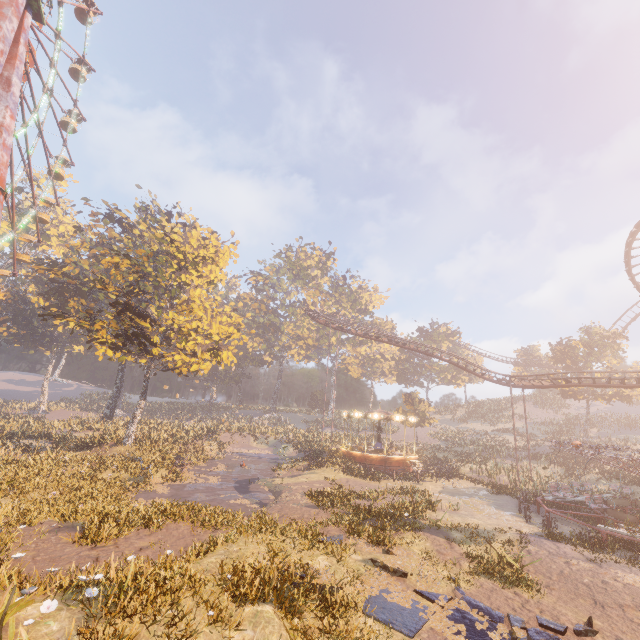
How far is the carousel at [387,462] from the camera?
29.86m

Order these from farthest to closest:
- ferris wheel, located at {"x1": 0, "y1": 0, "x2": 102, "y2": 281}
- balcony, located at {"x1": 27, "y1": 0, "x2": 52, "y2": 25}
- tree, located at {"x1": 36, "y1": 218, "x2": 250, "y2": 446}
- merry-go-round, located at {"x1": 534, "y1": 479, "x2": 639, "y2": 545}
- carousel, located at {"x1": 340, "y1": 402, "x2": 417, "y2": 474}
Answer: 1. carousel, located at {"x1": 340, "y1": 402, "x2": 417, "y2": 474}
2. ferris wheel, located at {"x1": 0, "y1": 0, "x2": 102, "y2": 281}
3. tree, located at {"x1": 36, "y1": 218, "x2": 250, "y2": 446}
4. balcony, located at {"x1": 27, "y1": 0, "x2": 52, "y2": 25}
5. merry-go-round, located at {"x1": 534, "y1": 479, "x2": 639, "y2": 545}

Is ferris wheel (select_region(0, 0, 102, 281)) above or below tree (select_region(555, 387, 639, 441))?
above

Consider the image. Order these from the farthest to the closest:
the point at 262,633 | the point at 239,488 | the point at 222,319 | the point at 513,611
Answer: the point at 222,319 → the point at 239,488 → the point at 513,611 → the point at 262,633

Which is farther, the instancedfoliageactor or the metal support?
the instancedfoliageactor

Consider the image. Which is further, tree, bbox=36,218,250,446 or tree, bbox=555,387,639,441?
tree, bbox=555,387,639,441

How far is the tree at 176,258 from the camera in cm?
2278

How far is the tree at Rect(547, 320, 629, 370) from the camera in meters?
41.2 m
